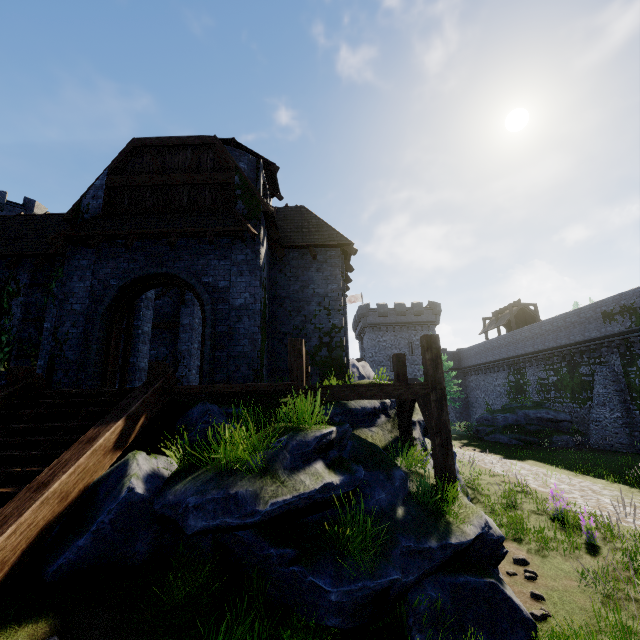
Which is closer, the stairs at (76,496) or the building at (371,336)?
the stairs at (76,496)

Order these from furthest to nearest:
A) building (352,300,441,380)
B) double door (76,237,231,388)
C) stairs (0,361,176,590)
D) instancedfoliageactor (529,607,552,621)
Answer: building (352,300,441,380) < double door (76,237,231,388) < instancedfoliageactor (529,607,552,621) < stairs (0,361,176,590)

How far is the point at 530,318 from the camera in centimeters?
3625cm

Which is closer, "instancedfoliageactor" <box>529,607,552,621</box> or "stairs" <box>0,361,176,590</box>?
"stairs" <box>0,361,176,590</box>

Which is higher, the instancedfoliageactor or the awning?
the awning

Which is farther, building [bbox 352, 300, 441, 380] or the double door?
building [bbox 352, 300, 441, 380]

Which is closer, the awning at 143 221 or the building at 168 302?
the awning at 143 221

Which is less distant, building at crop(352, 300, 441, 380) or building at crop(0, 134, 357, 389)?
building at crop(0, 134, 357, 389)
